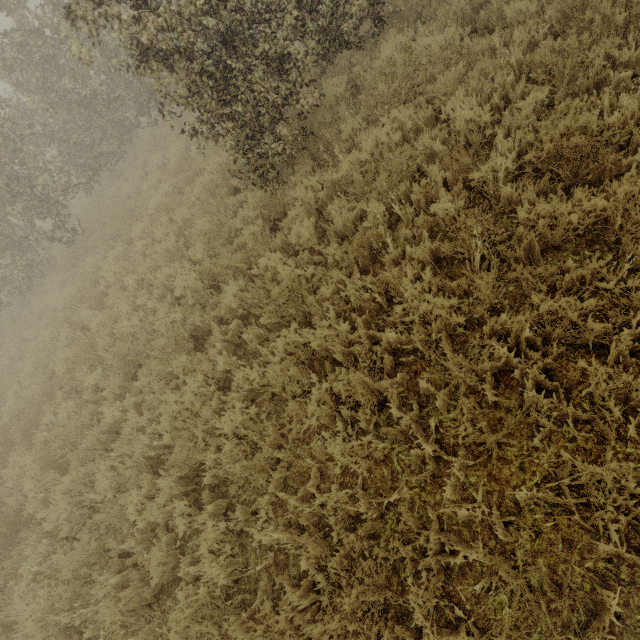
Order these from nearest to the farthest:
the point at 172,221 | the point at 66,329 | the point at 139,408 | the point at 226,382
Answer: the point at 226,382 → the point at 139,408 → the point at 66,329 → the point at 172,221
